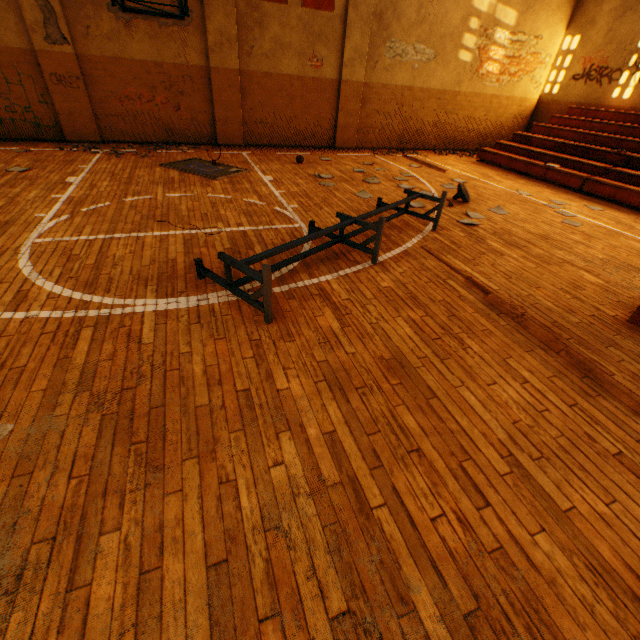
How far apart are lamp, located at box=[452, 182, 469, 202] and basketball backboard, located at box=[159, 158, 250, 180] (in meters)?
4.88

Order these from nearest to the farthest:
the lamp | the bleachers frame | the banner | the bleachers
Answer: the bleachers frame
the lamp
the bleachers
the banner

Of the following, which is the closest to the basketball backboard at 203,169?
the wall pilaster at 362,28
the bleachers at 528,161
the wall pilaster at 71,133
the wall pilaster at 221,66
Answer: the wall pilaster at 221,66

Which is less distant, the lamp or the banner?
the lamp

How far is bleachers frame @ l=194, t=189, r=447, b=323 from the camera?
3.0m

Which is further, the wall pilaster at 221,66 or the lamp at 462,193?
the wall pilaster at 221,66

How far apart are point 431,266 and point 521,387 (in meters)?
2.18

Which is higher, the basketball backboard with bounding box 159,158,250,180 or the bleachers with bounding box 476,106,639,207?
the bleachers with bounding box 476,106,639,207
